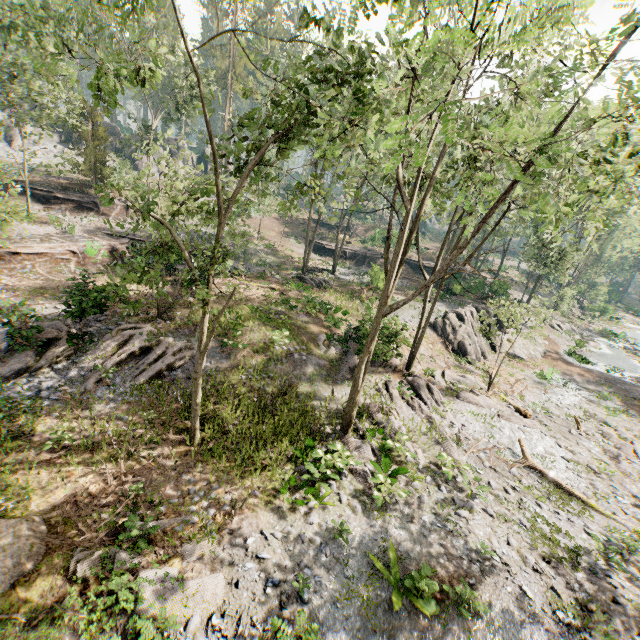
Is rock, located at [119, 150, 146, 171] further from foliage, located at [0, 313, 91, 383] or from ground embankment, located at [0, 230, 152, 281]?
ground embankment, located at [0, 230, 152, 281]

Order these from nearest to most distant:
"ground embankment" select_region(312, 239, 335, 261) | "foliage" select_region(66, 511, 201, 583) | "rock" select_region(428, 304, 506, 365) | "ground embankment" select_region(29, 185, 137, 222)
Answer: "foliage" select_region(66, 511, 201, 583)
"rock" select_region(428, 304, 506, 365)
"ground embankment" select_region(29, 185, 137, 222)
"ground embankment" select_region(312, 239, 335, 261)

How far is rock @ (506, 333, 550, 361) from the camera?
29.5 meters

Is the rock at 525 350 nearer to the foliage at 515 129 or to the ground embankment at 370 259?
the foliage at 515 129

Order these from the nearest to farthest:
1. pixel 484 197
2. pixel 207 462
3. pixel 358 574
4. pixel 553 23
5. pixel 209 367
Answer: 1. pixel 553 23
2. pixel 358 574
3. pixel 207 462
4. pixel 484 197
5. pixel 209 367

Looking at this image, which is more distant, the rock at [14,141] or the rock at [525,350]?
the rock at [14,141]

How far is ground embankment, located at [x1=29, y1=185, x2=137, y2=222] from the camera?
29.3 meters

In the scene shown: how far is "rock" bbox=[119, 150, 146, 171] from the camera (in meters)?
46.25
